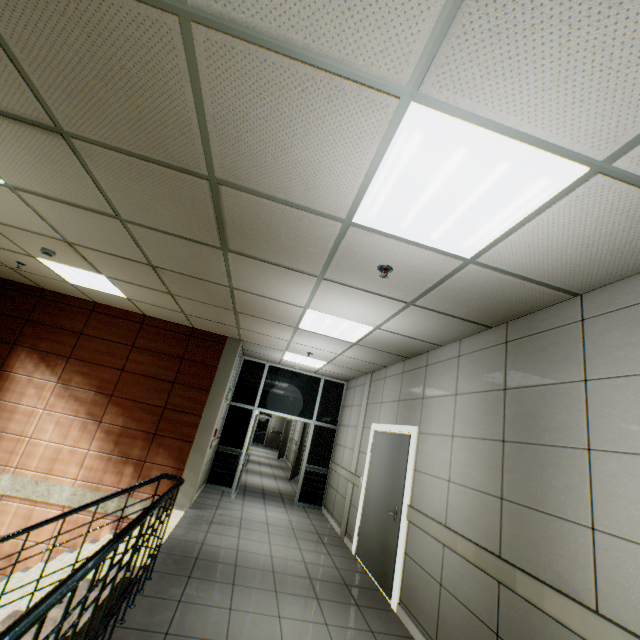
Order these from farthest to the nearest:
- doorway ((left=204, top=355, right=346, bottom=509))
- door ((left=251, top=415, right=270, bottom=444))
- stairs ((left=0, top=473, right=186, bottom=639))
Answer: door ((left=251, top=415, right=270, bottom=444)) → doorway ((left=204, top=355, right=346, bottom=509)) → stairs ((left=0, top=473, right=186, bottom=639))

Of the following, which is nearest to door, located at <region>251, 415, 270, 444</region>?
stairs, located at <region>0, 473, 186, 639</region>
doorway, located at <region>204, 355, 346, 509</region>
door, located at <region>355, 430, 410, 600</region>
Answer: doorway, located at <region>204, 355, 346, 509</region>

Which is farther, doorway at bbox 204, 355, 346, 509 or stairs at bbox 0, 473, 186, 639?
doorway at bbox 204, 355, 346, 509

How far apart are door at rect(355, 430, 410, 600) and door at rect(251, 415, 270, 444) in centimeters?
1894cm

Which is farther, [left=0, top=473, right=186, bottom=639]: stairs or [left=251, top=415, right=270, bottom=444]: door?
[left=251, top=415, right=270, bottom=444]: door

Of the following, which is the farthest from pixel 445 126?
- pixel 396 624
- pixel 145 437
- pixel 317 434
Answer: pixel 317 434

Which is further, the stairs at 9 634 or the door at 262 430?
the door at 262 430

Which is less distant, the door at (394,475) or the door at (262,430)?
the door at (394,475)
